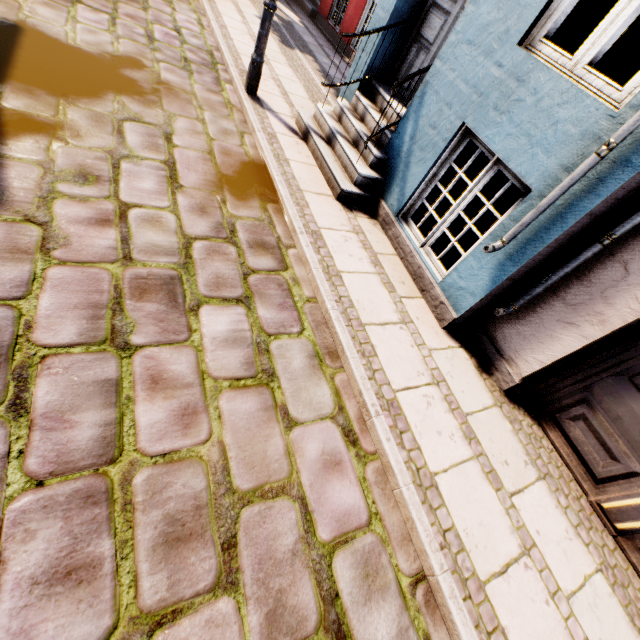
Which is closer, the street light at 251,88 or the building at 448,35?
the building at 448,35

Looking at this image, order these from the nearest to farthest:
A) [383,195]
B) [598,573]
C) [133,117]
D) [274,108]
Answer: [598,573], [133,117], [383,195], [274,108]

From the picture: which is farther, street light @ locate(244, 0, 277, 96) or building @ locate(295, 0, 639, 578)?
street light @ locate(244, 0, 277, 96)
